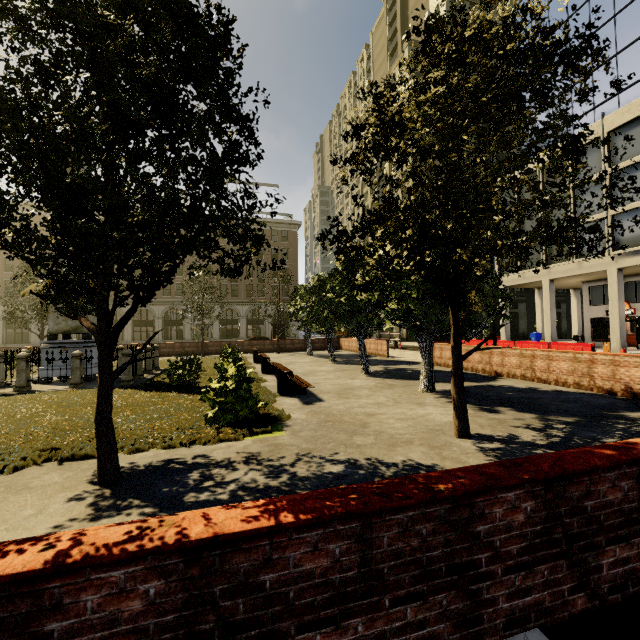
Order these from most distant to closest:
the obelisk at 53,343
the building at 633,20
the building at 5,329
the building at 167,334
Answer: the building at 167,334
the building at 5,329
the building at 633,20
the obelisk at 53,343

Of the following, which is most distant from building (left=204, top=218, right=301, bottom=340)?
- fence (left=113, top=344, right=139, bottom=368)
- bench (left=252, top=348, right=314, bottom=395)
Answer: fence (left=113, top=344, right=139, bottom=368)

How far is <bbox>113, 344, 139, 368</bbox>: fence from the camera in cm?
1261

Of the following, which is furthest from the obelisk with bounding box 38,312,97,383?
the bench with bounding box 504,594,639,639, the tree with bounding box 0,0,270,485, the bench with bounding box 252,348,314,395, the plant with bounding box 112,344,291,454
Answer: the bench with bounding box 504,594,639,639

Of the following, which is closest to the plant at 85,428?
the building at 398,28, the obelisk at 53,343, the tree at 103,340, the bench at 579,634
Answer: the tree at 103,340

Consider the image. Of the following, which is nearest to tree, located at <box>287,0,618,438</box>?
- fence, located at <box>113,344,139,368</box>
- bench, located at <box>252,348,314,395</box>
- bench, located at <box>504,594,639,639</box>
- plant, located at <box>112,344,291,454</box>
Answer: plant, located at <box>112,344,291,454</box>

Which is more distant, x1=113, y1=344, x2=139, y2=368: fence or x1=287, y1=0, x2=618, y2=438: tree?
x1=113, y1=344, x2=139, y2=368: fence

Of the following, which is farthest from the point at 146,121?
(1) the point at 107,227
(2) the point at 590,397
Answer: (2) the point at 590,397
